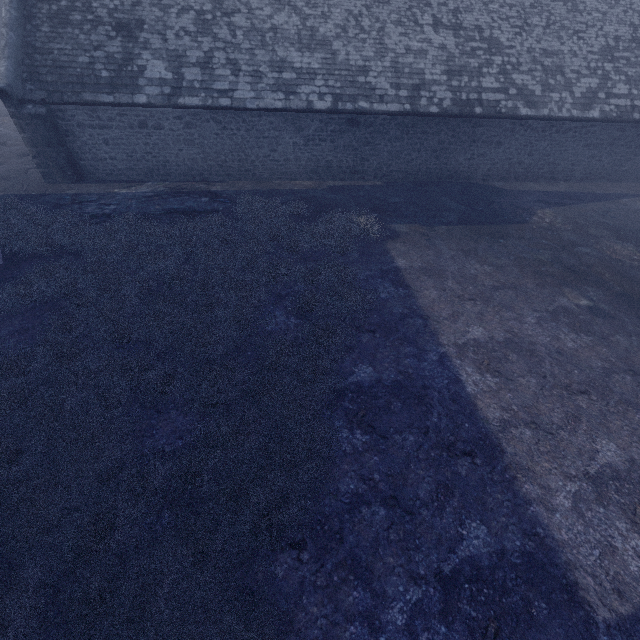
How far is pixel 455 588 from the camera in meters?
4.4
